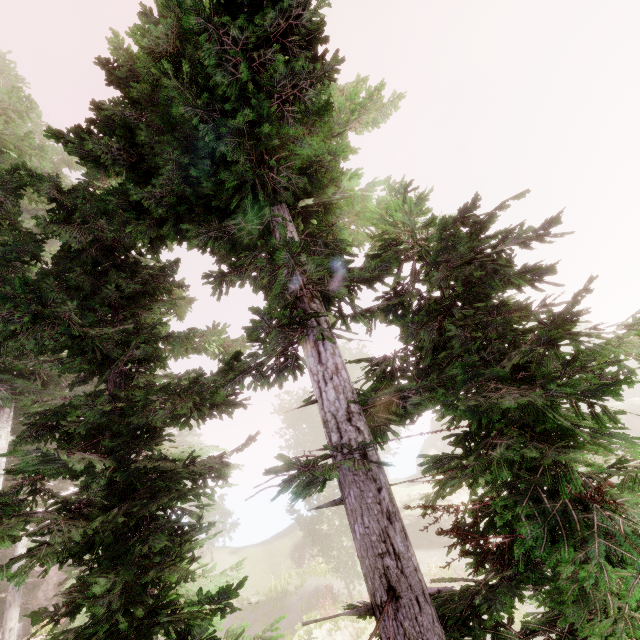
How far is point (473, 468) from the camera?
3.5m

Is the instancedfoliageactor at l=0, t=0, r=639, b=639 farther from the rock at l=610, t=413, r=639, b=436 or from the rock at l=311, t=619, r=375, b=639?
the rock at l=311, t=619, r=375, b=639

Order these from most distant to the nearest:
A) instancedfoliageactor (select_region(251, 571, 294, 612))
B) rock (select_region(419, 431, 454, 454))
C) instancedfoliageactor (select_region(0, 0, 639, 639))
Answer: rock (select_region(419, 431, 454, 454))
instancedfoliageactor (select_region(251, 571, 294, 612))
instancedfoliageactor (select_region(0, 0, 639, 639))

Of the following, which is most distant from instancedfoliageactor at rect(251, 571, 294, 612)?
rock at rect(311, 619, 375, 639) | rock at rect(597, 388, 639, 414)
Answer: rock at rect(311, 619, 375, 639)

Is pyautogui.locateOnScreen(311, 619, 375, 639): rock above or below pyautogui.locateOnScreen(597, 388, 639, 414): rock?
below

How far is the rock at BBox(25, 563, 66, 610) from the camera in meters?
23.2

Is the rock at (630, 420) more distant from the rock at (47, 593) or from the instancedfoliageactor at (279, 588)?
the rock at (47, 593)
